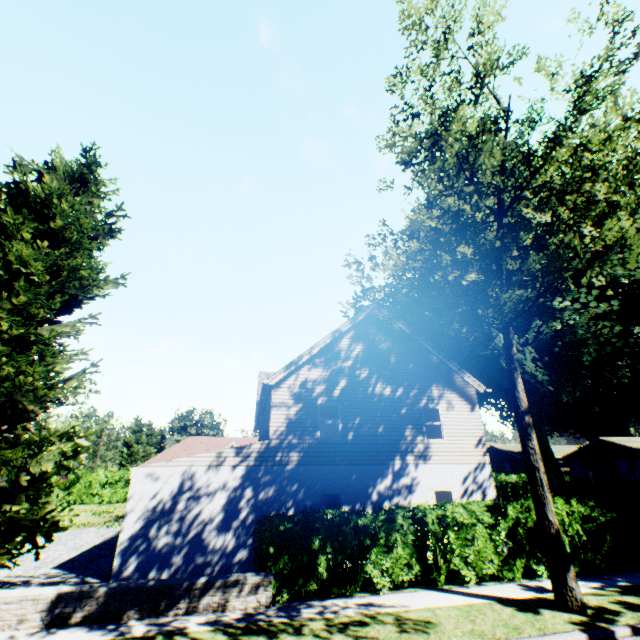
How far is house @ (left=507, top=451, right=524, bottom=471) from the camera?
58.0m

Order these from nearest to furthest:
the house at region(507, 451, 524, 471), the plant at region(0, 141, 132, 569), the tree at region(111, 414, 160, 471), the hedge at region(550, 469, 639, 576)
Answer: the plant at region(0, 141, 132, 569), the hedge at region(550, 469, 639, 576), the tree at region(111, 414, 160, 471), the house at region(507, 451, 524, 471)

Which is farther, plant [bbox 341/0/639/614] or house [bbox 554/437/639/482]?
house [bbox 554/437/639/482]

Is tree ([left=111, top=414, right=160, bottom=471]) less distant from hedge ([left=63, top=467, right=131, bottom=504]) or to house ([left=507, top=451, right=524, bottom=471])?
hedge ([left=63, top=467, right=131, bottom=504])

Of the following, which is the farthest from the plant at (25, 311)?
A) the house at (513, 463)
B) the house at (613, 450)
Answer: the house at (513, 463)

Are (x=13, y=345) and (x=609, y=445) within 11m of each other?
no

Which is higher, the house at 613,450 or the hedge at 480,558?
the house at 613,450

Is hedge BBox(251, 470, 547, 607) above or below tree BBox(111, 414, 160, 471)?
below
